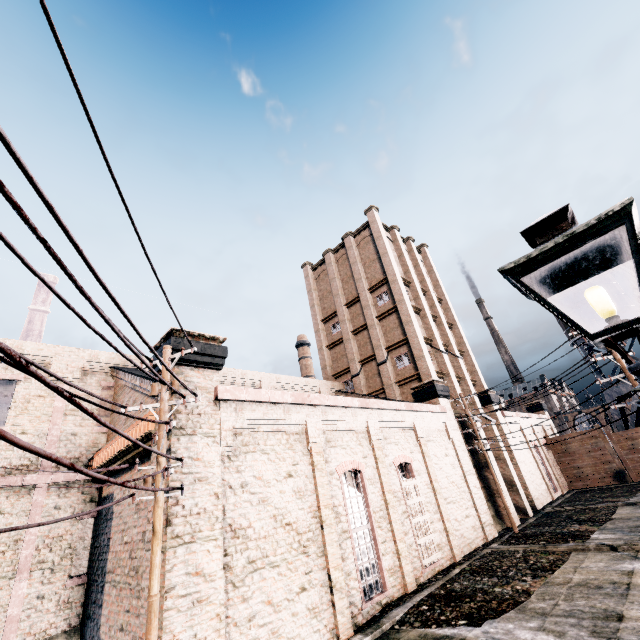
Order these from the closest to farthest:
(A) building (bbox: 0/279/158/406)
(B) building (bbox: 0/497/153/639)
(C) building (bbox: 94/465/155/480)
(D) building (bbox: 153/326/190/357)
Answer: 1. (B) building (bbox: 0/497/153/639)
2. (D) building (bbox: 153/326/190/357)
3. (C) building (bbox: 94/465/155/480)
4. (A) building (bbox: 0/279/158/406)

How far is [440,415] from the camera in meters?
22.3

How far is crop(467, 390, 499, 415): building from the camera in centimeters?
2858cm

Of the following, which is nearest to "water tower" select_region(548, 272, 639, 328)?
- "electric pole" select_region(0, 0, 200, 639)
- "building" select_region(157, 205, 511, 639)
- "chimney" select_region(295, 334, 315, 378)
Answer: "building" select_region(157, 205, 511, 639)

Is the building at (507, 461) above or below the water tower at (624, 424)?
below

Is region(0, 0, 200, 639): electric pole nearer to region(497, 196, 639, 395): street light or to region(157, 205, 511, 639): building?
region(157, 205, 511, 639): building

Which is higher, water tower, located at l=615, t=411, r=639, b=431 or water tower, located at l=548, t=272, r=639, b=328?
water tower, located at l=548, t=272, r=639, b=328

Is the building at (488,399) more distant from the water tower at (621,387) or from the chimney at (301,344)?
the chimney at (301,344)
